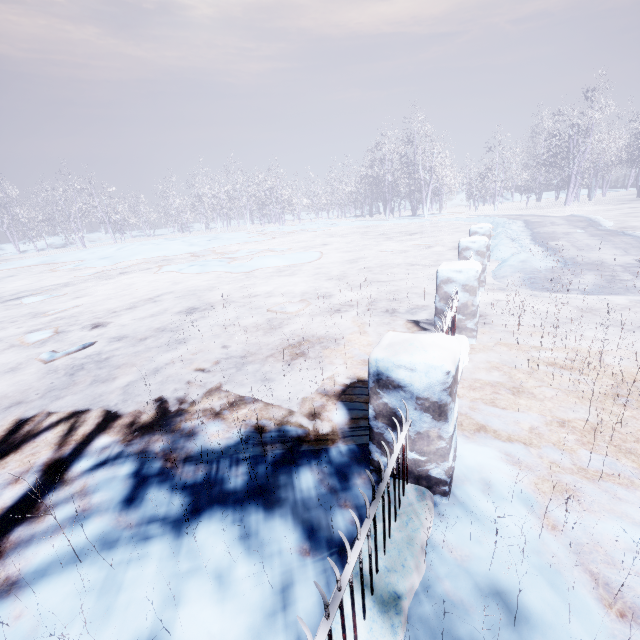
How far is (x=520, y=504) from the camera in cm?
183
